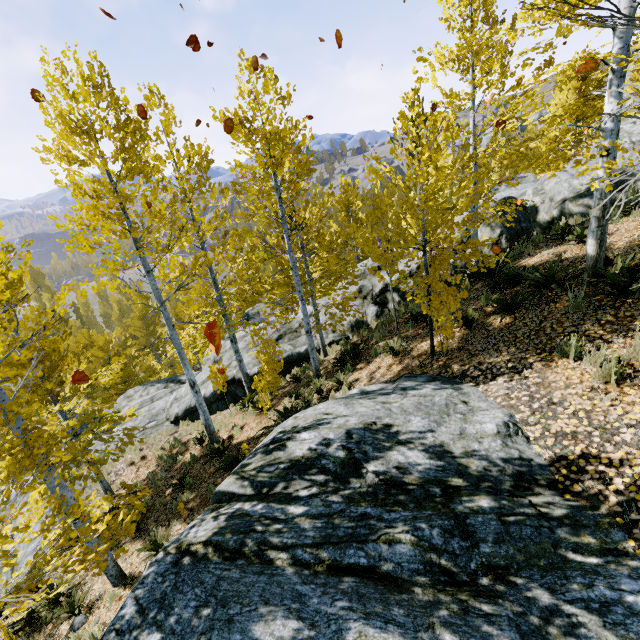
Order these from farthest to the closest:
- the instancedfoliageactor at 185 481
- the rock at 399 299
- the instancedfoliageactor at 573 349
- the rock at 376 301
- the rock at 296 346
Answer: the rock at 296 346 < the rock at 376 301 < the rock at 399 299 < the instancedfoliageactor at 185 481 < the instancedfoliageactor at 573 349

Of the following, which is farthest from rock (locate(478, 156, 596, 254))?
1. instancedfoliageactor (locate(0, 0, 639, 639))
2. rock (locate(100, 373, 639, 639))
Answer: rock (locate(100, 373, 639, 639))

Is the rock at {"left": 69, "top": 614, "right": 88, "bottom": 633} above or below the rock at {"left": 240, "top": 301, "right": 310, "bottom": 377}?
below

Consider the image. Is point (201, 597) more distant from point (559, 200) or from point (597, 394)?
point (559, 200)

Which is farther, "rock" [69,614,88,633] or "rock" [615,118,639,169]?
"rock" [615,118,639,169]

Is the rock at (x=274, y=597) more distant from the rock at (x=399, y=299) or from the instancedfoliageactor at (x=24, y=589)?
the rock at (x=399, y=299)

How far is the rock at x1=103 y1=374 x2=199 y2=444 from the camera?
14.4m

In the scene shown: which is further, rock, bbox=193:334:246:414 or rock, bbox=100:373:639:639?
rock, bbox=193:334:246:414
